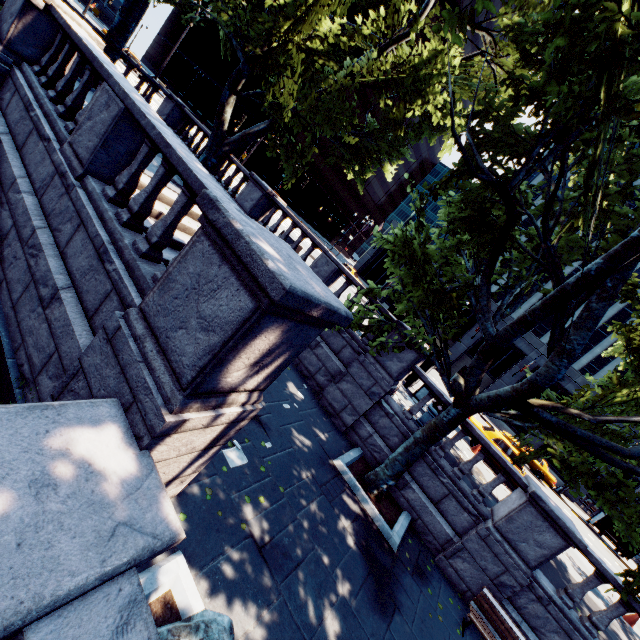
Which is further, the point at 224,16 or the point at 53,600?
the point at 224,16

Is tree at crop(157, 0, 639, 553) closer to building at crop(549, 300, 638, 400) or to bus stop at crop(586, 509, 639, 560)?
bus stop at crop(586, 509, 639, 560)

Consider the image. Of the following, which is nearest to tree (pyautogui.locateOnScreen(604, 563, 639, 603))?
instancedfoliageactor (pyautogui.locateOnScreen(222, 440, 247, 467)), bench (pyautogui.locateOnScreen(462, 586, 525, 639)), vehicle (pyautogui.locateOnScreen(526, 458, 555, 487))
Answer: bench (pyautogui.locateOnScreen(462, 586, 525, 639))

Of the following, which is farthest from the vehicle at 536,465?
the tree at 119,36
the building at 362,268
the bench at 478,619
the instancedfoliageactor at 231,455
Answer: the instancedfoliageactor at 231,455

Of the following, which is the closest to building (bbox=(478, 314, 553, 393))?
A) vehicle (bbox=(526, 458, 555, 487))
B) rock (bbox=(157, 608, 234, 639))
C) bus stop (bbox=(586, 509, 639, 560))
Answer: bus stop (bbox=(586, 509, 639, 560))

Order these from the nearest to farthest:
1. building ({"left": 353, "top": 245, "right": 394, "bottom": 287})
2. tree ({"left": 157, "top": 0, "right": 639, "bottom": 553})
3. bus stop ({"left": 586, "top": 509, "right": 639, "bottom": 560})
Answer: tree ({"left": 157, "top": 0, "right": 639, "bottom": 553}), bus stop ({"left": 586, "top": 509, "right": 639, "bottom": 560}), building ({"left": 353, "top": 245, "right": 394, "bottom": 287})

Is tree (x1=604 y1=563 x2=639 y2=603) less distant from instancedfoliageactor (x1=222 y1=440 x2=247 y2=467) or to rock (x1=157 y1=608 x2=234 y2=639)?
instancedfoliageactor (x1=222 y1=440 x2=247 y2=467)

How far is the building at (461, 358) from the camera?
38.06m
